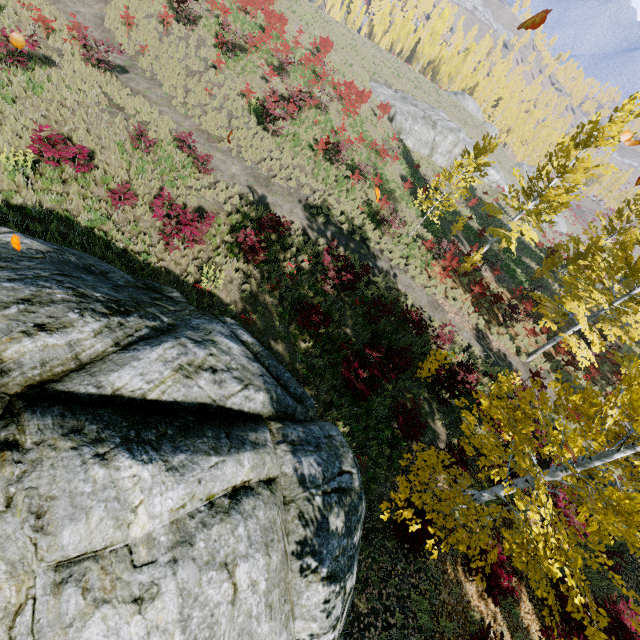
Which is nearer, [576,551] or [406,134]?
[576,551]

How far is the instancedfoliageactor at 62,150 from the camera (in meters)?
9.04

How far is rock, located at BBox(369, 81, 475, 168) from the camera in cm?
3127

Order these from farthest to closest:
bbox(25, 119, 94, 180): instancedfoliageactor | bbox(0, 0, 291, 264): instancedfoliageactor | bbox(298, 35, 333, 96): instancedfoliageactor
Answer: bbox(298, 35, 333, 96): instancedfoliageactor → bbox(0, 0, 291, 264): instancedfoliageactor → bbox(25, 119, 94, 180): instancedfoliageactor

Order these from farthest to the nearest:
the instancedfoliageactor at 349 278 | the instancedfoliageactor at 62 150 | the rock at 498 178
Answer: the rock at 498 178
the instancedfoliageactor at 349 278
the instancedfoliageactor at 62 150

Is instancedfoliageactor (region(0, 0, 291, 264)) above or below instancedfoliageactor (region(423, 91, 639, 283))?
below

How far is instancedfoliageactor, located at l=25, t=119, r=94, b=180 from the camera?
9.0 meters

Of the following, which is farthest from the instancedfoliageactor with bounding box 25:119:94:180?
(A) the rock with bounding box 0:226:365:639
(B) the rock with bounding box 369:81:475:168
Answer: (B) the rock with bounding box 369:81:475:168
